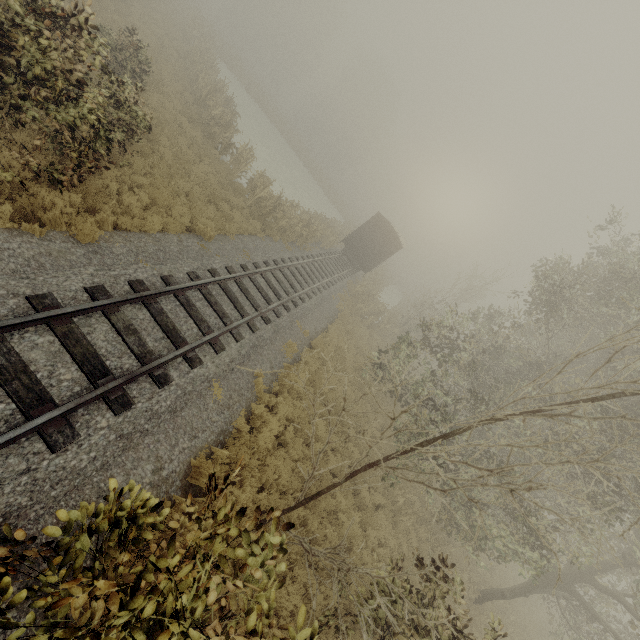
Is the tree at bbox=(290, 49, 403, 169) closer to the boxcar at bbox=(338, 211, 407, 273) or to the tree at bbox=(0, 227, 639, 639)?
the boxcar at bbox=(338, 211, 407, 273)

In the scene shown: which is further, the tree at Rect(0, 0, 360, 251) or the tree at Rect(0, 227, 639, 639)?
the tree at Rect(0, 0, 360, 251)

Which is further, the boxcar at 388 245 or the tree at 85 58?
the boxcar at 388 245

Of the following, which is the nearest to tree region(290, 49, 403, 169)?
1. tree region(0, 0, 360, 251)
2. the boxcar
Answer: the boxcar

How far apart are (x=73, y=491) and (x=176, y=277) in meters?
5.6 m

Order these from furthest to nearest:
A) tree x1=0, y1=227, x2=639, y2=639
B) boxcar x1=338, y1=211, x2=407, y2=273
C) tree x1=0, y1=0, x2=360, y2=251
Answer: boxcar x1=338, y1=211, x2=407, y2=273 → tree x1=0, y1=0, x2=360, y2=251 → tree x1=0, y1=227, x2=639, y2=639

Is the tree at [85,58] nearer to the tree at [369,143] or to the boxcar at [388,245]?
the boxcar at [388,245]
